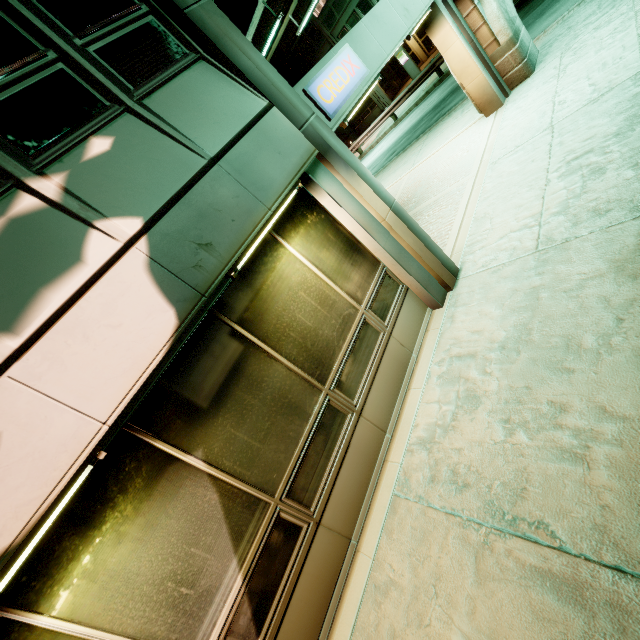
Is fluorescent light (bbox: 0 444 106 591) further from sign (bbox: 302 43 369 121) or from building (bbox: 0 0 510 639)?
sign (bbox: 302 43 369 121)

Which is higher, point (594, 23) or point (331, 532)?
point (331, 532)

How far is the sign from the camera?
4.4m

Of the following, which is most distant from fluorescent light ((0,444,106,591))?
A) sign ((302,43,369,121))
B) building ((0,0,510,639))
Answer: sign ((302,43,369,121))

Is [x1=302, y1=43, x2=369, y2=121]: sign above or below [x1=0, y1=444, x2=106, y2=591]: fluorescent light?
above

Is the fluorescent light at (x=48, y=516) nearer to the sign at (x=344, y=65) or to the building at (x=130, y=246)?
the building at (x=130, y=246)
